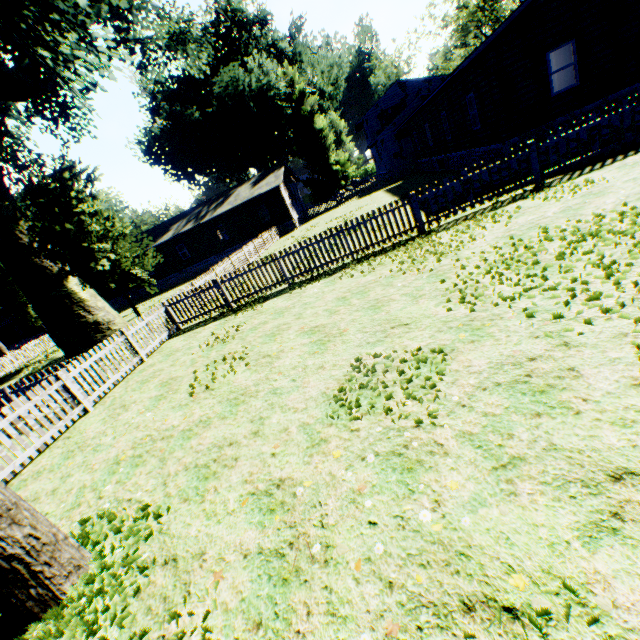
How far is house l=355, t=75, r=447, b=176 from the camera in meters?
34.0 m

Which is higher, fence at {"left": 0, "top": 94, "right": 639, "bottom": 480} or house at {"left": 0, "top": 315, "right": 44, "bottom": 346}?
house at {"left": 0, "top": 315, "right": 44, "bottom": 346}

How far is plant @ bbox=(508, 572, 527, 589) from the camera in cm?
197

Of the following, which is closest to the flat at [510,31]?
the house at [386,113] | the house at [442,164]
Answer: the house at [386,113]

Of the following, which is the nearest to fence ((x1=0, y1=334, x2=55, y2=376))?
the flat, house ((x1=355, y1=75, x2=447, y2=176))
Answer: house ((x1=355, y1=75, x2=447, y2=176))

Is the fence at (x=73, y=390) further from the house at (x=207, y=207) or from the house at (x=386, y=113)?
the house at (x=386, y=113)

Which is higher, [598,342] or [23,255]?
[23,255]

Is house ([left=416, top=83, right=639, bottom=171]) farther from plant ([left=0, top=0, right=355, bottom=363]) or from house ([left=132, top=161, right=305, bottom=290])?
house ([left=132, top=161, right=305, bottom=290])
